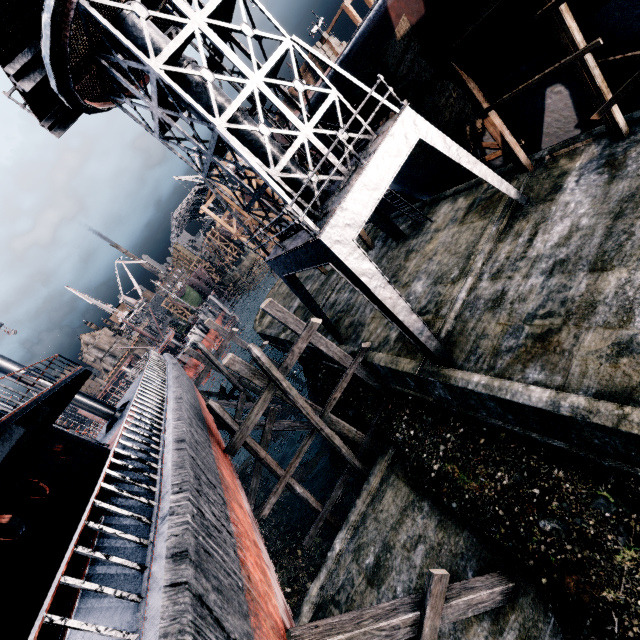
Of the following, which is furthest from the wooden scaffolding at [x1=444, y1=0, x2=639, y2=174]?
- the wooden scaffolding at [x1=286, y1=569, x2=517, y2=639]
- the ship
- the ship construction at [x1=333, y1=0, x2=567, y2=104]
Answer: the ship

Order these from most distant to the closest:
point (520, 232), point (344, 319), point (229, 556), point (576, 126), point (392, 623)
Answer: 1. point (344, 319)
2. point (576, 126)
3. point (520, 232)
4. point (392, 623)
5. point (229, 556)

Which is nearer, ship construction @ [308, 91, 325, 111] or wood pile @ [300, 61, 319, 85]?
ship construction @ [308, 91, 325, 111]

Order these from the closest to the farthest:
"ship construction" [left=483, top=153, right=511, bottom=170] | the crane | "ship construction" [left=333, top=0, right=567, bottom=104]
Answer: the crane < "ship construction" [left=333, top=0, right=567, bottom=104] < "ship construction" [left=483, top=153, right=511, bottom=170]

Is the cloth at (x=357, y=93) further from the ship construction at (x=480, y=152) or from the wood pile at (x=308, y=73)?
the wood pile at (x=308, y=73)

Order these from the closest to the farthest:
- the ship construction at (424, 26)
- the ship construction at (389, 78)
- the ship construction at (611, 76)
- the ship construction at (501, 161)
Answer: the ship construction at (424, 26), the ship construction at (611, 76), the ship construction at (389, 78), the ship construction at (501, 161)

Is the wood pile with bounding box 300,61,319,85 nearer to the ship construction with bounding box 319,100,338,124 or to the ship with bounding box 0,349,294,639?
the ship construction with bounding box 319,100,338,124

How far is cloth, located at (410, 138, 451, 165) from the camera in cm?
1374
